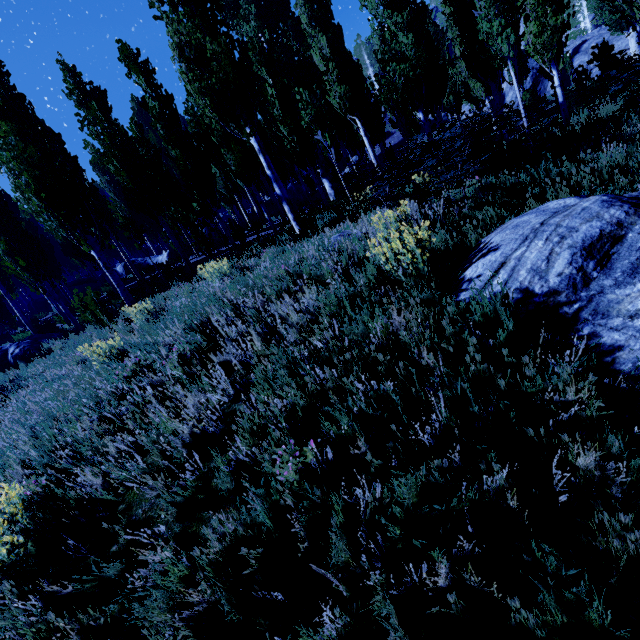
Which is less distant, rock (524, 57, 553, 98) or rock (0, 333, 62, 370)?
rock (0, 333, 62, 370)

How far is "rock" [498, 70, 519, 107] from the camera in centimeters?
3430cm

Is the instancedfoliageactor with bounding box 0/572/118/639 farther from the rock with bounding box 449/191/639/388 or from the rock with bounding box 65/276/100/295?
the rock with bounding box 449/191/639/388

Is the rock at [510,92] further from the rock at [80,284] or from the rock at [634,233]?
the rock at [634,233]

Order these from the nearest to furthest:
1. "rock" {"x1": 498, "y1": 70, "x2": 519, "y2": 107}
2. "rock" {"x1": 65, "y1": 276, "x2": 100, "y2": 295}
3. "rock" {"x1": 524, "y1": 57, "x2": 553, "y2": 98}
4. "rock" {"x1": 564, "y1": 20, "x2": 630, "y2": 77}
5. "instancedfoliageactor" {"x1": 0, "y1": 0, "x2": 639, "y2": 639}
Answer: "instancedfoliageactor" {"x1": 0, "y1": 0, "x2": 639, "y2": 639} < "rock" {"x1": 564, "y1": 20, "x2": 630, "y2": 77} < "rock" {"x1": 65, "y1": 276, "x2": 100, "y2": 295} < "rock" {"x1": 524, "y1": 57, "x2": 553, "y2": 98} < "rock" {"x1": 498, "y1": 70, "x2": 519, "y2": 107}

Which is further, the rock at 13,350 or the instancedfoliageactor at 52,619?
the rock at 13,350

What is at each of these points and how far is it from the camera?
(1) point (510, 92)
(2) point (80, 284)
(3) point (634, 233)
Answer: (1) rock, 34.6m
(2) rock, 30.1m
(3) rock, 3.0m

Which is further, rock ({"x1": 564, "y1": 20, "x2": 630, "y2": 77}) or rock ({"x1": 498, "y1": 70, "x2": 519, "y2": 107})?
rock ({"x1": 498, "y1": 70, "x2": 519, "y2": 107})
